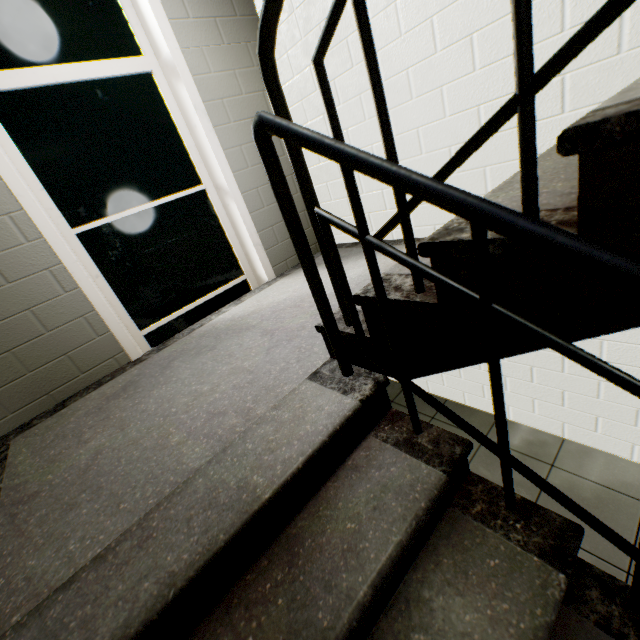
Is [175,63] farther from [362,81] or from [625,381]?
[625,381]

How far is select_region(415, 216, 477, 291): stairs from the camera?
0.7 meters

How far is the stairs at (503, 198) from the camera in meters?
0.8

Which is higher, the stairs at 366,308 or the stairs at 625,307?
the stairs at 625,307

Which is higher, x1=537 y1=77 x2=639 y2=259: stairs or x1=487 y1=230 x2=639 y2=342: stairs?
x1=537 y1=77 x2=639 y2=259: stairs

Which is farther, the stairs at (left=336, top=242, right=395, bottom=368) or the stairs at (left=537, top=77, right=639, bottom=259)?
the stairs at (left=336, top=242, right=395, bottom=368)
